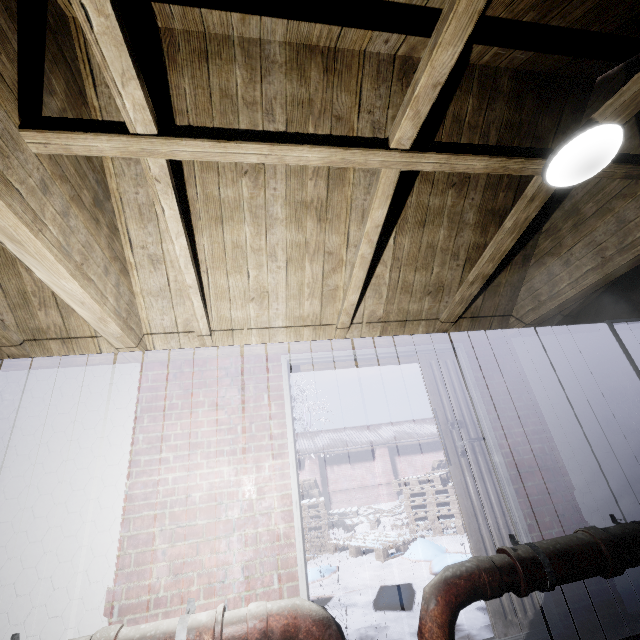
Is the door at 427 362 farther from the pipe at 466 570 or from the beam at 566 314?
the beam at 566 314

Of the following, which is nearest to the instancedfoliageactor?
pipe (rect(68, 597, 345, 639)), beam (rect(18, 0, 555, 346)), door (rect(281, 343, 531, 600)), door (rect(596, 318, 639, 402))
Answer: door (rect(281, 343, 531, 600))

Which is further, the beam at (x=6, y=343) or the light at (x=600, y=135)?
the beam at (x=6, y=343)

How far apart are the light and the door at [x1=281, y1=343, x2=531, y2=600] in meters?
1.5

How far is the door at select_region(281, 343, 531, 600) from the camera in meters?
2.2

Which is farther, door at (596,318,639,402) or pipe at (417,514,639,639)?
door at (596,318,639,402)

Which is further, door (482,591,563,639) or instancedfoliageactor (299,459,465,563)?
Answer: instancedfoliageactor (299,459,465,563)

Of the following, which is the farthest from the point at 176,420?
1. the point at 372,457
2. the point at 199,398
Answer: the point at 372,457
